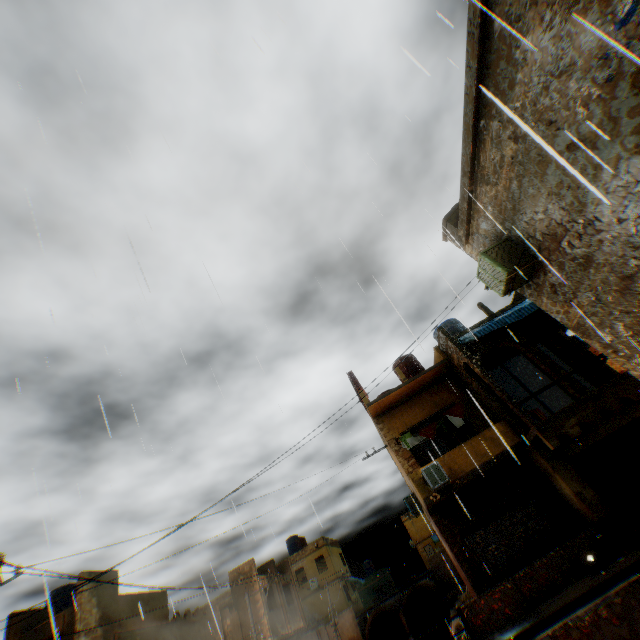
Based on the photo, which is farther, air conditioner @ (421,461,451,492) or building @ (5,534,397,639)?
building @ (5,534,397,639)

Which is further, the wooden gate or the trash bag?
the wooden gate

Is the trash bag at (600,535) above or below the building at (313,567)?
below

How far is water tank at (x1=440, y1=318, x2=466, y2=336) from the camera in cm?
1683

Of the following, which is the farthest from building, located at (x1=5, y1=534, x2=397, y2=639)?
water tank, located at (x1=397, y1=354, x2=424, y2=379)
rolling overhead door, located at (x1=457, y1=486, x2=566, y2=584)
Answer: water tank, located at (x1=397, y1=354, x2=424, y2=379)

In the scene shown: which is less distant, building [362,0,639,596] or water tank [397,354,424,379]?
building [362,0,639,596]

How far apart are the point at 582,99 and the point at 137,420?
10.43m

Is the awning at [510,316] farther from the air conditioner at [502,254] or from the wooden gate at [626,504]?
the wooden gate at [626,504]
